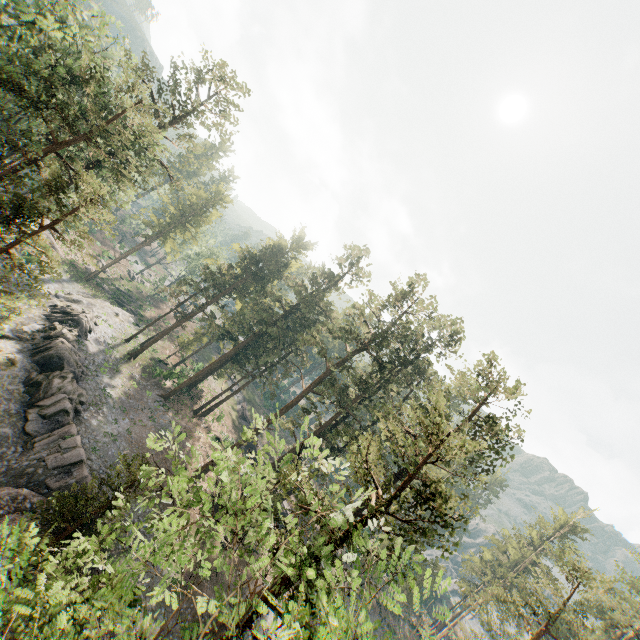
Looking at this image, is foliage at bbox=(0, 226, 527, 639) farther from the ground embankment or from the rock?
the rock

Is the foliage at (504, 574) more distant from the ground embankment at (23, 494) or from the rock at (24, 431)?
the rock at (24, 431)

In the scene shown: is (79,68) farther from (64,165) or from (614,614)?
(614,614)

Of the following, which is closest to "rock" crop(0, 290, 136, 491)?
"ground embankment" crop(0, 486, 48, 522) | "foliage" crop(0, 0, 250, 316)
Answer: "ground embankment" crop(0, 486, 48, 522)

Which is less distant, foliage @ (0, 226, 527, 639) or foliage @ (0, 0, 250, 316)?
foliage @ (0, 226, 527, 639)

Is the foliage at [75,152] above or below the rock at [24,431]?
above

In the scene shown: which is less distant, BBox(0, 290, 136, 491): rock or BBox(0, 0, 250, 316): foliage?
BBox(0, 0, 250, 316): foliage
